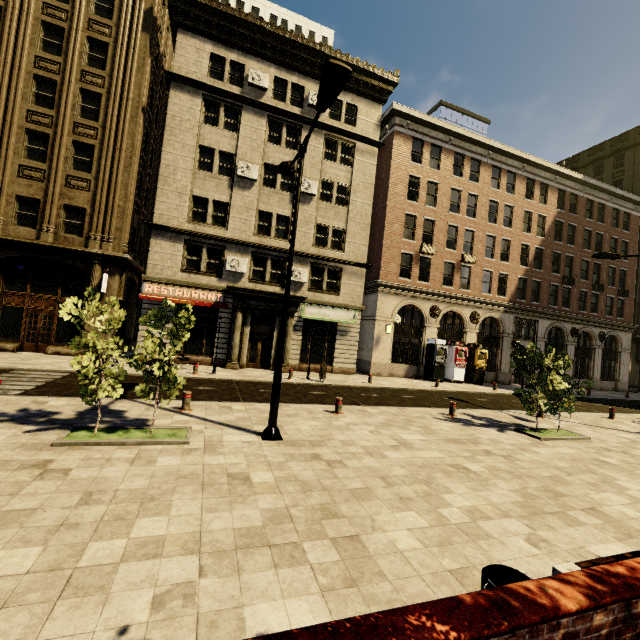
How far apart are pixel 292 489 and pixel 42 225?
20.1 meters

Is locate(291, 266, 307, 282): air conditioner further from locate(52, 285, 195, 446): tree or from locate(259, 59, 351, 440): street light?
locate(52, 285, 195, 446): tree

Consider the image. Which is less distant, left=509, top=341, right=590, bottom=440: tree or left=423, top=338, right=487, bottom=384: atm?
left=509, top=341, right=590, bottom=440: tree

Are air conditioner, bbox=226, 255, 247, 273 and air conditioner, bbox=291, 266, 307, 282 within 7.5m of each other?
yes

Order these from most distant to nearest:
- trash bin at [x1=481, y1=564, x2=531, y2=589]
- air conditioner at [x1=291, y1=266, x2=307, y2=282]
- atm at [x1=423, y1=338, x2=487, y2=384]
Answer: atm at [x1=423, y1=338, x2=487, y2=384]
air conditioner at [x1=291, y1=266, x2=307, y2=282]
trash bin at [x1=481, y1=564, x2=531, y2=589]

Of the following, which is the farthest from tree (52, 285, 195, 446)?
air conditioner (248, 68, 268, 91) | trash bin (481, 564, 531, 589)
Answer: air conditioner (248, 68, 268, 91)

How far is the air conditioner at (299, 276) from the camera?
21.12m

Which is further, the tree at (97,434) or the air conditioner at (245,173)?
the air conditioner at (245,173)
